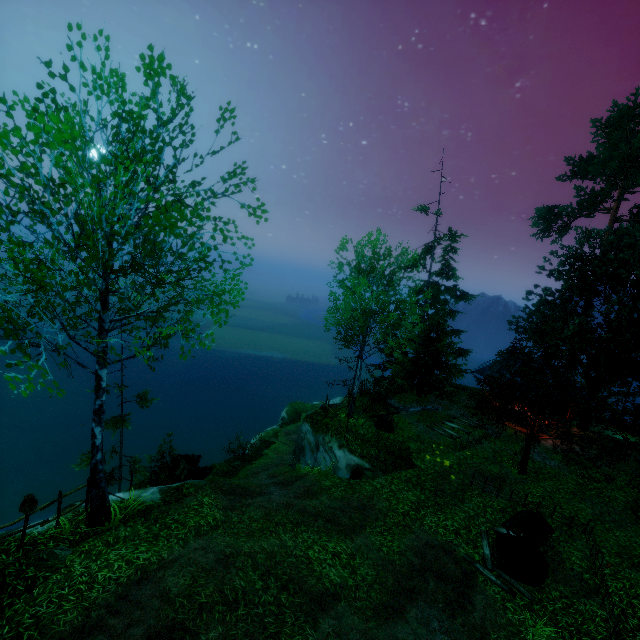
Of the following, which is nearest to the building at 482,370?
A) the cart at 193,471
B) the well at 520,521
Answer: the well at 520,521

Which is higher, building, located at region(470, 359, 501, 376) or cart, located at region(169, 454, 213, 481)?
building, located at region(470, 359, 501, 376)

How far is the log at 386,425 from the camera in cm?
1791

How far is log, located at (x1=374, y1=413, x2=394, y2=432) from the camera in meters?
17.9

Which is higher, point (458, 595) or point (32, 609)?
point (32, 609)

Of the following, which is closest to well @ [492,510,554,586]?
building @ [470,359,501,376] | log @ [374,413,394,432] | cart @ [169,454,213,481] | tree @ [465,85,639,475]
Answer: tree @ [465,85,639,475]

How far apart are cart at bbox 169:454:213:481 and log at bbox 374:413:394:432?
8.8 meters
